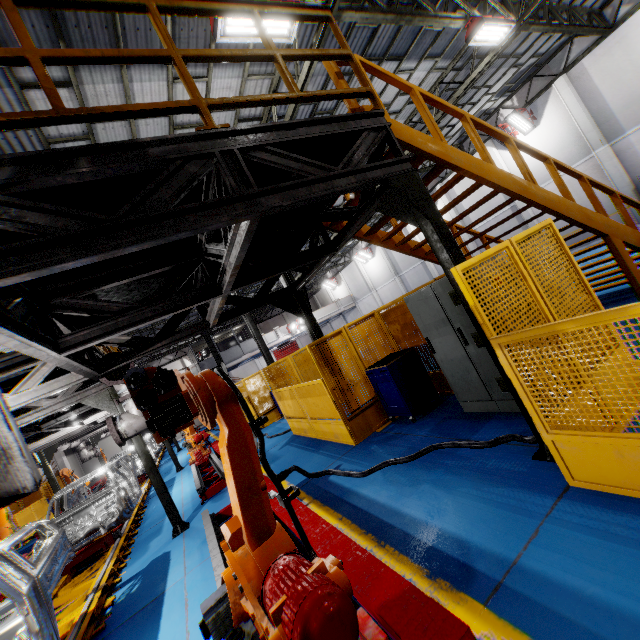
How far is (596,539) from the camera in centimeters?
234cm

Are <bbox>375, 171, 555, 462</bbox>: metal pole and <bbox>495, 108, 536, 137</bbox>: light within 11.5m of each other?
no

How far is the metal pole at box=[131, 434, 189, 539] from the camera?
6.7m

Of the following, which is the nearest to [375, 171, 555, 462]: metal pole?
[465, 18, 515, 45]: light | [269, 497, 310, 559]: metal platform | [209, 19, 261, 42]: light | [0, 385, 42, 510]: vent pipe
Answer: [269, 497, 310, 559]: metal platform

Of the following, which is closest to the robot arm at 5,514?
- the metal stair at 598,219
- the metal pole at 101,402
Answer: the metal pole at 101,402

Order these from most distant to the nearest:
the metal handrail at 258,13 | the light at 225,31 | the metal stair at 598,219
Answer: the light at 225,31, the metal stair at 598,219, the metal handrail at 258,13

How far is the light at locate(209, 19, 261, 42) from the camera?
5.4m

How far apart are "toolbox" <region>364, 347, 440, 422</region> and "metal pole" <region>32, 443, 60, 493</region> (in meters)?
13.08
